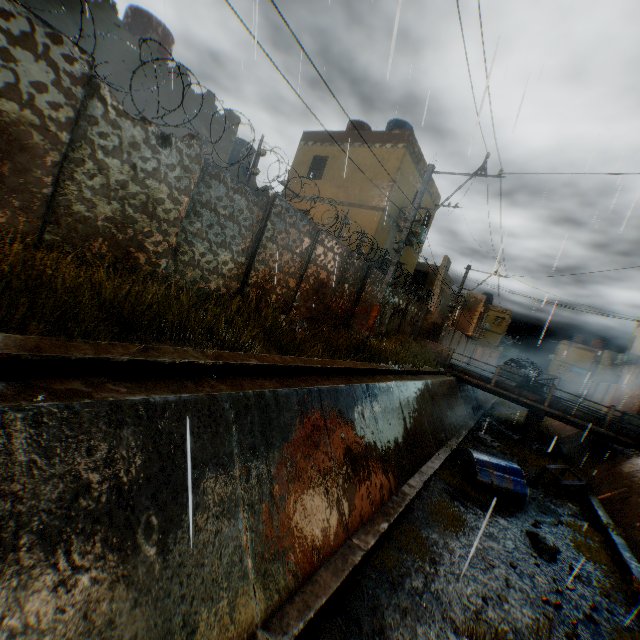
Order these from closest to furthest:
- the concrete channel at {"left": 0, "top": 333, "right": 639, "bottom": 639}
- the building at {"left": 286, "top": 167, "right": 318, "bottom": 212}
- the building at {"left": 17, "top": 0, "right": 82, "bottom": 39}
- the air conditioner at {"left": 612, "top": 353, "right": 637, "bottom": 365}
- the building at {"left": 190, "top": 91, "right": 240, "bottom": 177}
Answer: the concrete channel at {"left": 0, "top": 333, "right": 639, "bottom": 639}
the building at {"left": 17, "top": 0, "right": 82, "bottom": 39}
the building at {"left": 190, "top": 91, "right": 240, "bottom": 177}
the building at {"left": 286, "top": 167, "right": 318, "bottom": 212}
the air conditioner at {"left": 612, "top": 353, "right": 637, "bottom": 365}

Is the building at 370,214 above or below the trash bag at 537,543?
above

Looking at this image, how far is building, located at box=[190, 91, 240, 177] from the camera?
10.54m

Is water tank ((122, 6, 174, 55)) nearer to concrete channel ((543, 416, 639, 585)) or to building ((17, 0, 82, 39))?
building ((17, 0, 82, 39))

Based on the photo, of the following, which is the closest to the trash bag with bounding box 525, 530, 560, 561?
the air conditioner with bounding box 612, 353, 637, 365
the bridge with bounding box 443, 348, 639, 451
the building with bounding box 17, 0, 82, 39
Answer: the building with bounding box 17, 0, 82, 39

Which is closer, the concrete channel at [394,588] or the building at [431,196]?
the concrete channel at [394,588]

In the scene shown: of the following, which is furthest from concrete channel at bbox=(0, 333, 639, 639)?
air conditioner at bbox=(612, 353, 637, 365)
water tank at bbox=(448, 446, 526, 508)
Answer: air conditioner at bbox=(612, 353, 637, 365)

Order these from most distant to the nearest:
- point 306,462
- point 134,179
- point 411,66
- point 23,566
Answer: point 411,66 → point 134,179 → point 306,462 → point 23,566
